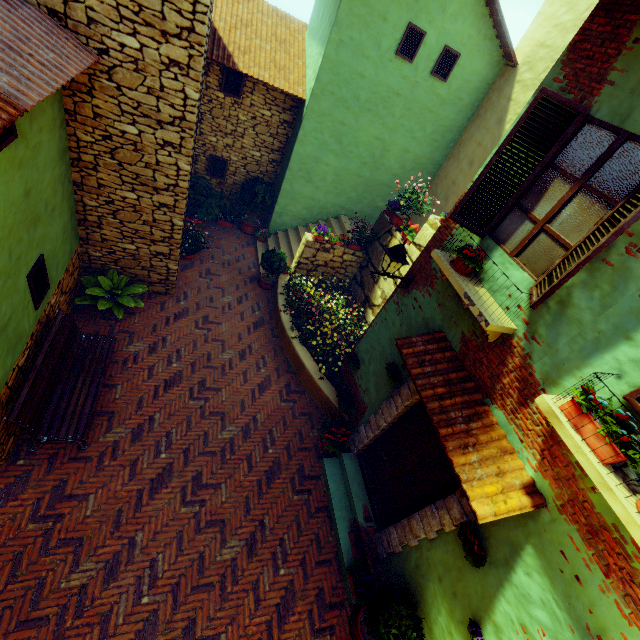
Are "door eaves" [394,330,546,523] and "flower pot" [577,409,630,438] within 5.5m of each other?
yes

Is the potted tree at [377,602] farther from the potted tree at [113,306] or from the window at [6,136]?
the potted tree at [113,306]

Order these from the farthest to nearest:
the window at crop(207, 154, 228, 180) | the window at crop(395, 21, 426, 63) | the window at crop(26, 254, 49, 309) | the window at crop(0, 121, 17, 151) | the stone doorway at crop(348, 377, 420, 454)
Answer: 1. the window at crop(207, 154, 228, 180)
2. the window at crop(395, 21, 426, 63)
3. the stone doorway at crop(348, 377, 420, 454)
4. the window at crop(26, 254, 49, 309)
5. the window at crop(0, 121, 17, 151)

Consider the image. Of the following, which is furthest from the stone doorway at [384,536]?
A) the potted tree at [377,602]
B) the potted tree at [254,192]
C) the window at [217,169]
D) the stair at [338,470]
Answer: the window at [217,169]

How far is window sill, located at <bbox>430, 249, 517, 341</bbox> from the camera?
3.8 meters

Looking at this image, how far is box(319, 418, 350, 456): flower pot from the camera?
6.78m

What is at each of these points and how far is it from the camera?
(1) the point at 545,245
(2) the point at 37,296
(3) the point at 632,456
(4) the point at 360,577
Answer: (1) window, 3.8 meters
(2) window, 5.2 meters
(3) flower pot, 2.5 meters
(4) flower pot, 5.3 meters

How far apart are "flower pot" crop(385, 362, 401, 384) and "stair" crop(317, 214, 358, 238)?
5.3 meters
